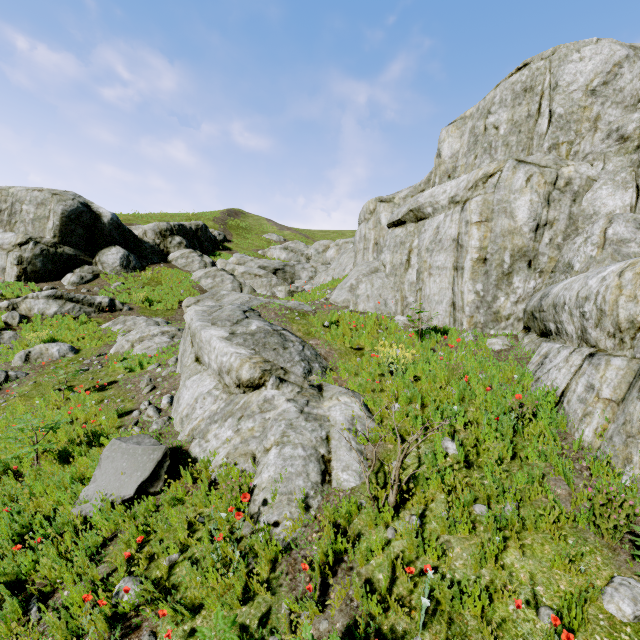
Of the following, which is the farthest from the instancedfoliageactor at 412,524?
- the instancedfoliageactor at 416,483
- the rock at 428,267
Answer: the instancedfoliageactor at 416,483

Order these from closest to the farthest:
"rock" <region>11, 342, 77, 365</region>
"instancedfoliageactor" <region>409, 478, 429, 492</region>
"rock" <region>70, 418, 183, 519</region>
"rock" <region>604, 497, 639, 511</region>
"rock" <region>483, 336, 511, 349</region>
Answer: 1. "rock" <region>604, 497, 639, 511</region>
2. "instancedfoliageactor" <region>409, 478, 429, 492</region>
3. "rock" <region>70, 418, 183, 519</region>
4. "rock" <region>483, 336, 511, 349</region>
5. "rock" <region>11, 342, 77, 365</region>

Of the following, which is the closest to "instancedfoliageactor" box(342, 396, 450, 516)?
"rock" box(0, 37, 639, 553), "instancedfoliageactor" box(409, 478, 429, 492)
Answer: "rock" box(0, 37, 639, 553)

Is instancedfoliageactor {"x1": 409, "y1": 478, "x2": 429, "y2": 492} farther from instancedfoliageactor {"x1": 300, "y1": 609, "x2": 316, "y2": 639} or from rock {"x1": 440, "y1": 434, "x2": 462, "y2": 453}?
instancedfoliageactor {"x1": 300, "y1": 609, "x2": 316, "y2": 639}

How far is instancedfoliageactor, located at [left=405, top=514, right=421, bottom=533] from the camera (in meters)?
3.50

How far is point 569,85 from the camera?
8.51m

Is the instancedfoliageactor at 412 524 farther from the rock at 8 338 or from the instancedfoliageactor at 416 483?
the instancedfoliageactor at 416 483
